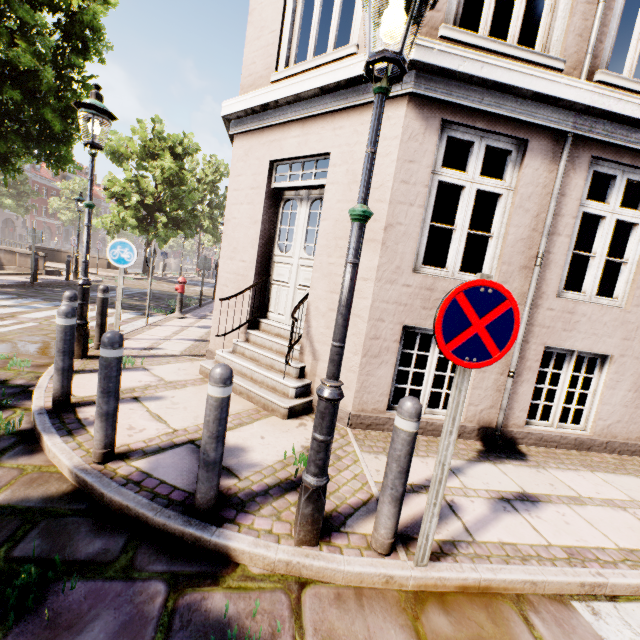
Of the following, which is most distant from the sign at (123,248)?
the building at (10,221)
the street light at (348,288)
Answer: the building at (10,221)

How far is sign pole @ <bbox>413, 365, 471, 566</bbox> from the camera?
2.0m

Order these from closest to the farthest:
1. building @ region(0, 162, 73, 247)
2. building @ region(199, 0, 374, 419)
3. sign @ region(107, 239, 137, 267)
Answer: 1. building @ region(199, 0, 374, 419)
2. sign @ region(107, 239, 137, 267)
3. building @ region(0, 162, 73, 247)

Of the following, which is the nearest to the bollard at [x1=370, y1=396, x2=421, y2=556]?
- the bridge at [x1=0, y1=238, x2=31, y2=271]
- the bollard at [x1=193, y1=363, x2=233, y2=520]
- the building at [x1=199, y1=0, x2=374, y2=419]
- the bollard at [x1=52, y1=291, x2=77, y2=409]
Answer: the bollard at [x1=193, y1=363, x2=233, y2=520]

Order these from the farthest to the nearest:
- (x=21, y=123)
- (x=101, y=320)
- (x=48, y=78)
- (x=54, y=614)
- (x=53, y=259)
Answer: (x=53, y=259) < (x=21, y=123) < (x=48, y=78) < (x=101, y=320) < (x=54, y=614)

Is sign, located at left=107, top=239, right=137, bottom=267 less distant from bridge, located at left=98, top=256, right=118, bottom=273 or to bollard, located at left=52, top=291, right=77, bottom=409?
bollard, located at left=52, top=291, right=77, bottom=409

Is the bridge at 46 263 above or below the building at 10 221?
below

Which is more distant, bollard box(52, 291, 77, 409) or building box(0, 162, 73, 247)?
building box(0, 162, 73, 247)
